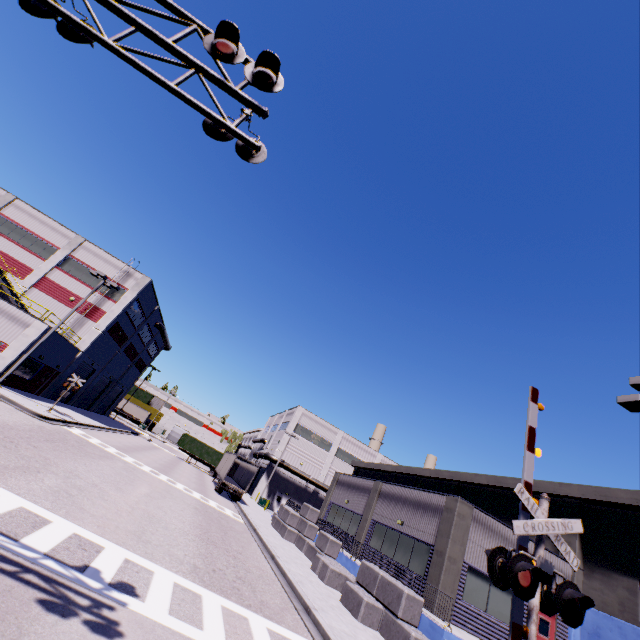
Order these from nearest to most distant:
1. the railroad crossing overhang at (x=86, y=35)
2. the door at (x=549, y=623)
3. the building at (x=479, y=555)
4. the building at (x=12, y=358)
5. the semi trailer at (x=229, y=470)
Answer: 1. the railroad crossing overhang at (x=86, y=35)
2. the building at (x=479, y=555)
3. the door at (x=549, y=623)
4. the building at (x=12, y=358)
5. the semi trailer at (x=229, y=470)

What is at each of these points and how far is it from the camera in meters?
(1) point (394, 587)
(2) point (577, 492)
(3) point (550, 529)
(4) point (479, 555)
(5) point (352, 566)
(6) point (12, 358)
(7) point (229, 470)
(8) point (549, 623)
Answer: (1) concrete block, 13.6
(2) building, 18.8
(3) railroad crossing gate, 6.7
(4) building, 16.0
(5) building, 18.5
(6) building, 22.9
(7) semi trailer, 46.1
(8) door, 16.1

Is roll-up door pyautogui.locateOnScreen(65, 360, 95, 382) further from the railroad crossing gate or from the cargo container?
the railroad crossing gate

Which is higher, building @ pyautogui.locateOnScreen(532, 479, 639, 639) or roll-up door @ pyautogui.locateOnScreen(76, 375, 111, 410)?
building @ pyautogui.locateOnScreen(532, 479, 639, 639)

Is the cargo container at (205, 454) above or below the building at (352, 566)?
above

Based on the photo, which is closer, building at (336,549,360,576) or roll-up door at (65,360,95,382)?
building at (336,549,360,576)

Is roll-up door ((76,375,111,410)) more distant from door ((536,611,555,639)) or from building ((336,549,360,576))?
door ((536,611,555,639))

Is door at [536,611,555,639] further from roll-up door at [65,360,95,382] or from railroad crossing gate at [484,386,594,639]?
roll-up door at [65,360,95,382]
